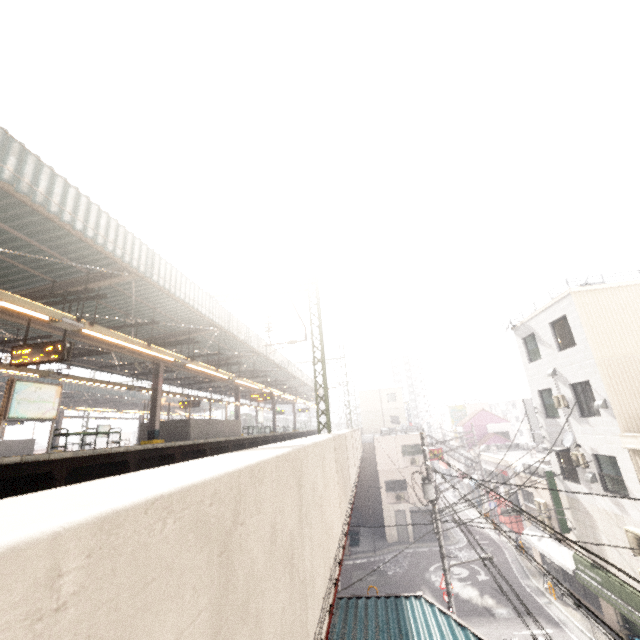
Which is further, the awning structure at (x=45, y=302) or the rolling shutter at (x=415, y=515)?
the rolling shutter at (x=415, y=515)

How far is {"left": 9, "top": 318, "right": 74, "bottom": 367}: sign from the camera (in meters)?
Answer: 7.96

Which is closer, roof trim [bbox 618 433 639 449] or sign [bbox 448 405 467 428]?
roof trim [bbox 618 433 639 449]

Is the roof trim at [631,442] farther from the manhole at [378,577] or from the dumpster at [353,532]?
the dumpster at [353,532]

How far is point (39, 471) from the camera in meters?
5.8

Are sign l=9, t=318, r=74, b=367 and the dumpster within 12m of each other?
no

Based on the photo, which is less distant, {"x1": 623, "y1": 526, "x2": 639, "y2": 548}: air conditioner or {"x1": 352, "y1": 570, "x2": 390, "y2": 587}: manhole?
{"x1": 623, "y1": 526, "x2": 639, "y2": 548}: air conditioner

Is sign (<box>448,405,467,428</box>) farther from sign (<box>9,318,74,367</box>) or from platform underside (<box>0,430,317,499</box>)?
sign (<box>9,318,74,367</box>)
